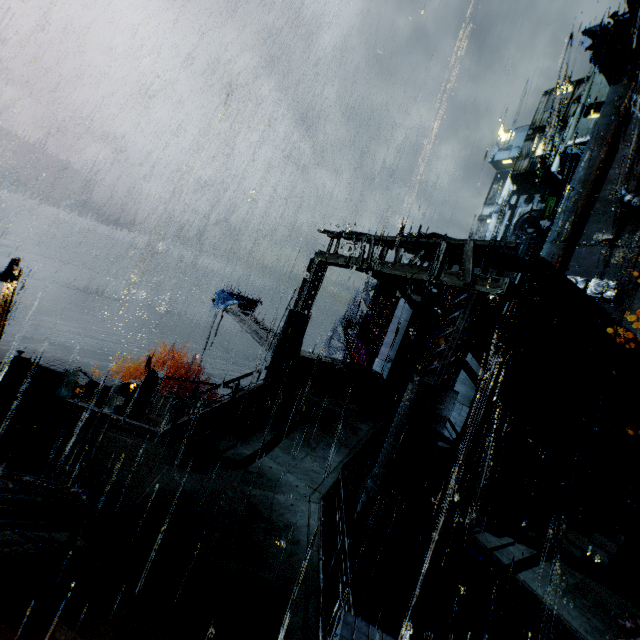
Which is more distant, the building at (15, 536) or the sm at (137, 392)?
the sm at (137, 392)

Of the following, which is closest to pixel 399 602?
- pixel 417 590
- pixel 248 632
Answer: pixel 417 590

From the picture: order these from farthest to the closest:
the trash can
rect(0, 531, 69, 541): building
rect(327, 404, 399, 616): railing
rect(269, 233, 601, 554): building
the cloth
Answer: the cloth
the trash can
rect(269, 233, 601, 554): building
rect(327, 404, 399, 616): railing
rect(0, 531, 69, 541): building

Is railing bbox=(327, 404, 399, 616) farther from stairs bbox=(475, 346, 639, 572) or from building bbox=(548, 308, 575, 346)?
stairs bbox=(475, 346, 639, 572)

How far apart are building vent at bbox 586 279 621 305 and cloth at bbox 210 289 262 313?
28.9m

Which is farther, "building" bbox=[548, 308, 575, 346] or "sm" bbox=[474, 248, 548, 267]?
"building" bbox=[548, 308, 575, 346]

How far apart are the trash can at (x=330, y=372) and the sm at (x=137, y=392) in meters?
8.2

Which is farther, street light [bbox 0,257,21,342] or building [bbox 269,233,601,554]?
street light [bbox 0,257,21,342]
